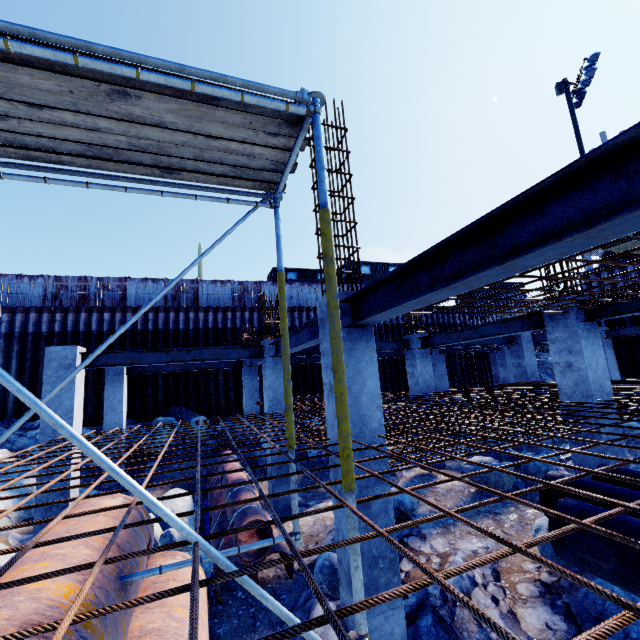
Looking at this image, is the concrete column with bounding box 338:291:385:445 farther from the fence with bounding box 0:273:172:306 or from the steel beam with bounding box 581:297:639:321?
the fence with bounding box 0:273:172:306

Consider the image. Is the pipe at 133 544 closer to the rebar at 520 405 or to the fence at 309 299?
the rebar at 520 405

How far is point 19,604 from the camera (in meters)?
2.07

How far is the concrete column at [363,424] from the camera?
4.2m

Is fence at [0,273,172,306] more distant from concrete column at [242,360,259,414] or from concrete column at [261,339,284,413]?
concrete column at [261,339,284,413]

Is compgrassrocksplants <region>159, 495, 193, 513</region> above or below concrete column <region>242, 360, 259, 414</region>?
below

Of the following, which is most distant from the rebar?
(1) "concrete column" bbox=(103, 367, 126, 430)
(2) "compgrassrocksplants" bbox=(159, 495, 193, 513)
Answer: (1) "concrete column" bbox=(103, 367, 126, 430)

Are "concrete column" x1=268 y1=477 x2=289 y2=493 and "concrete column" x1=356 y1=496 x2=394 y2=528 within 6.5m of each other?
yes
